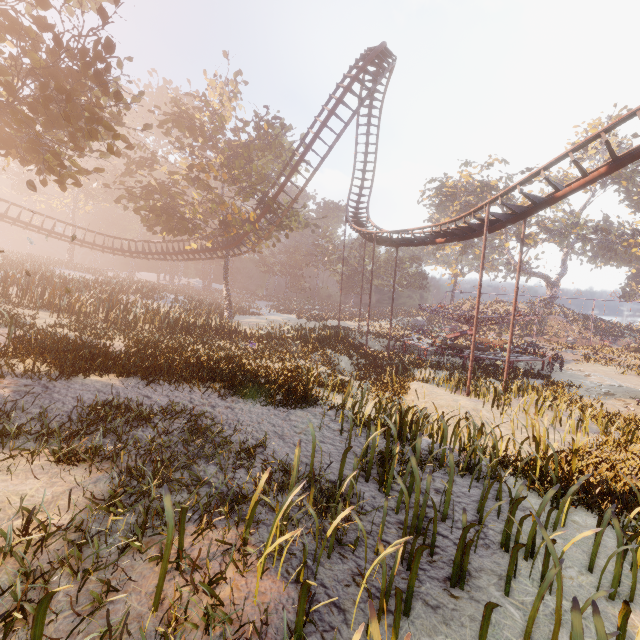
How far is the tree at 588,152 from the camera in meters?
51.8

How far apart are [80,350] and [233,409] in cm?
526

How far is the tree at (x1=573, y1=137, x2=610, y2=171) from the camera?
51.8 meters

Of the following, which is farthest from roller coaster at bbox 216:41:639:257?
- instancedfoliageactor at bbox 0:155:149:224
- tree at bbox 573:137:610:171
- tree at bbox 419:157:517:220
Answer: tree at bbox 573:137:610:171

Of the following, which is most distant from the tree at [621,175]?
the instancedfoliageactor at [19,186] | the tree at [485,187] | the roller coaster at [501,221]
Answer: the instancedfoliageactor at [19,186]

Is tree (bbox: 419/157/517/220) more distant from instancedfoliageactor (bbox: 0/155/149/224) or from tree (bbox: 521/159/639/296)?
instancedfoliageactor (bbox: 0/155/149/224)

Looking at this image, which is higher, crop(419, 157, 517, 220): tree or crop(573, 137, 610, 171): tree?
crop(573, 137, 610, 171): tree

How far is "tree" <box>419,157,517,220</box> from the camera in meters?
44.9 m
